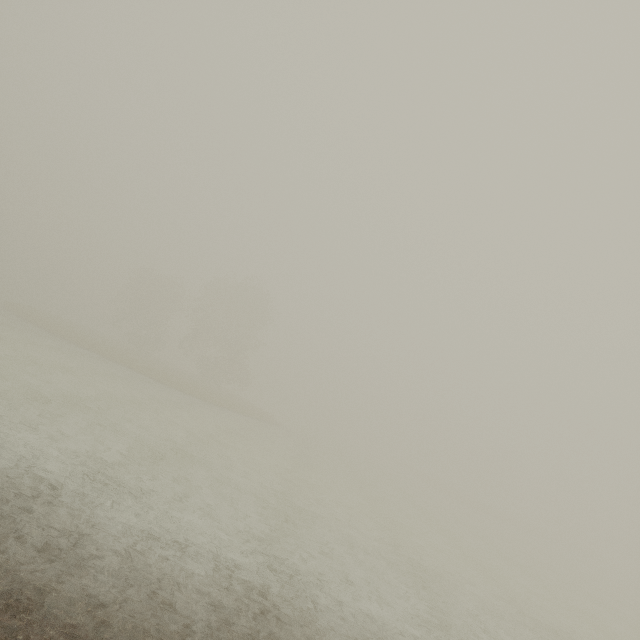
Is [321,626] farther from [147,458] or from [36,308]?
[36,308]
